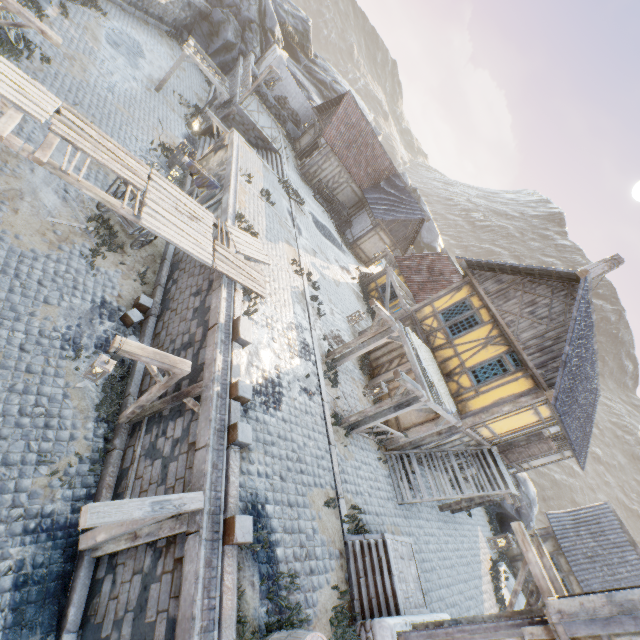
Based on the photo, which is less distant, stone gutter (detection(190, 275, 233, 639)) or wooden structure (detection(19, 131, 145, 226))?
stone gutter (detection(190, 275, 233, 639))

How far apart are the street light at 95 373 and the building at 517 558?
21.9m

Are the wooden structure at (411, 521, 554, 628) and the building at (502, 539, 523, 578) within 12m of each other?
no

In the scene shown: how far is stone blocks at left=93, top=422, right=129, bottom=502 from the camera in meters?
7.0 m

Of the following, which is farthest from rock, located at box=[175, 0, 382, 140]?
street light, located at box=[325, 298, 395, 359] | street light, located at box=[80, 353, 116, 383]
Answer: street light, located at box=[80, 353, 116, 383]

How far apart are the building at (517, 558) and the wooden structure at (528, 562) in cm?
1465

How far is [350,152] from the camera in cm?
2450

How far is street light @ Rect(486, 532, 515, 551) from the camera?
7.6 meters
